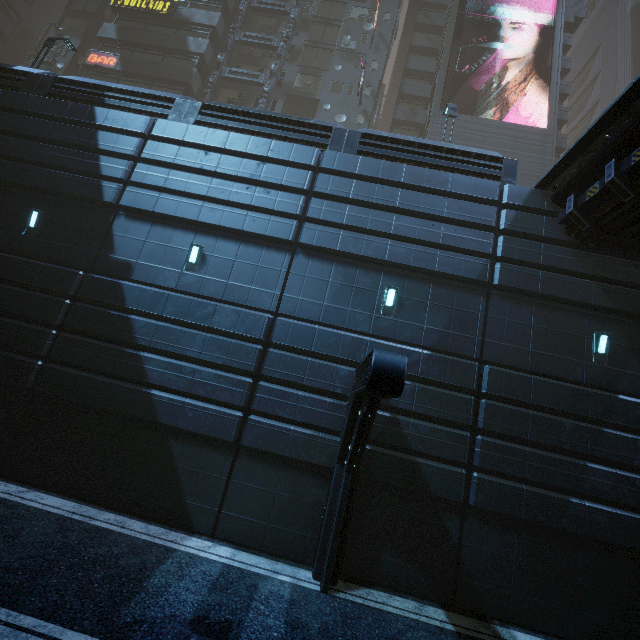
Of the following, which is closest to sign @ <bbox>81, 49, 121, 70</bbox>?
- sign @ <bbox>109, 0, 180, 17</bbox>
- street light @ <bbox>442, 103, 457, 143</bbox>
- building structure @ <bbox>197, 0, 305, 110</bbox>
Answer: sign @ <bbox>109, 0, 180, 17</bbox>

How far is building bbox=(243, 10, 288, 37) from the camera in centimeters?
2931cm

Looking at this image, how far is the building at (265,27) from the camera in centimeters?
2931cm

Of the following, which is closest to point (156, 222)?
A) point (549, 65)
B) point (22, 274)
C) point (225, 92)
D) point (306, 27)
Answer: point (22, 274)

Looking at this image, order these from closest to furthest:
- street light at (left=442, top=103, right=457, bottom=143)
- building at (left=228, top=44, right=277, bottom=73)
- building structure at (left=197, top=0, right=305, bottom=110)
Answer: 1. street light at (left=442, top=103, right=457, bottom=143)
2. building structure at (left=197, top=0, right=305, bottom=110)
3. building at (left=228, top=44, right=277, bottom=73)

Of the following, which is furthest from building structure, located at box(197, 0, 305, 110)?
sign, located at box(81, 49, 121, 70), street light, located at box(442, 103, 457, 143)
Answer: street light, located at box(442, 103, 457, 143)

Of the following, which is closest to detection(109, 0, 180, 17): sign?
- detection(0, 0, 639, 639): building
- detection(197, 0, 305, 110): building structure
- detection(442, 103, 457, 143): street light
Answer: detection(0, 0, 639, 639): building

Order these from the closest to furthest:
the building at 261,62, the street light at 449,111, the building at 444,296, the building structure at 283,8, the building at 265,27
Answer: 1. the building at 444,296
2. the street light at 449,111
3. the building structure at 283,8
4. the building at 261,62
5. the building at 265,27
